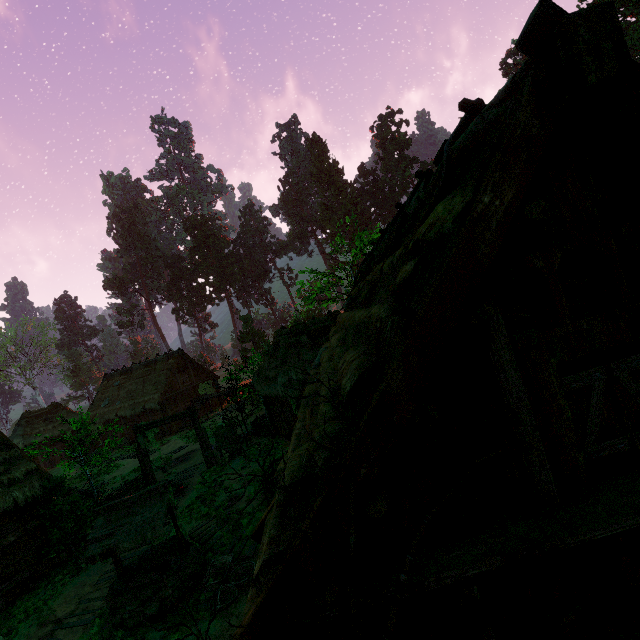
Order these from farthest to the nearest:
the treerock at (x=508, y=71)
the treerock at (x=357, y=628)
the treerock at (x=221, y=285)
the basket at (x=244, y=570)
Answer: the treerock at (x=221, y=285) → the treerock at (x=508, y=71) → the basket at (x=244, y=570) → the treerock at (x=357, y=628)

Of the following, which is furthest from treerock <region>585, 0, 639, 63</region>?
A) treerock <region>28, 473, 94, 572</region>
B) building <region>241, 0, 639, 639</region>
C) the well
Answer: the well

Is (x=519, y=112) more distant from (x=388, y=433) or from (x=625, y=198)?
(x=388, y=433)

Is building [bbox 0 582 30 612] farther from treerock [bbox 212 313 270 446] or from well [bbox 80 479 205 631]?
well [bbox 80 479 205 631]

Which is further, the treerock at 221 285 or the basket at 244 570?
the treerock at 221 285

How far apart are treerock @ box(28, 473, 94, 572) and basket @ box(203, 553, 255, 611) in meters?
6.1 m

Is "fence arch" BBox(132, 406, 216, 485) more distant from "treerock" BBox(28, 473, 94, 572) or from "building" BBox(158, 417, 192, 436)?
"treerock" BBox(28, 473, 94, 572)

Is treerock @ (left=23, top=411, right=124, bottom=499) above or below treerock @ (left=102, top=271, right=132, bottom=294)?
below
